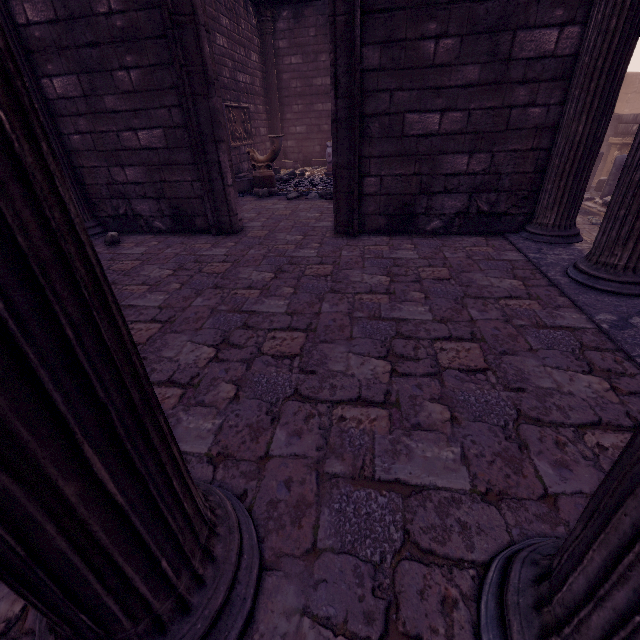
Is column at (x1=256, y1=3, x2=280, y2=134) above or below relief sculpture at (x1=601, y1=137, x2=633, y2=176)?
above

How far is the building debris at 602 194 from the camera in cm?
1068

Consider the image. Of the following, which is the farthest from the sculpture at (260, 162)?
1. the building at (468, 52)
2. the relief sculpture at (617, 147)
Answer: the relief sculpture at (617, 147)

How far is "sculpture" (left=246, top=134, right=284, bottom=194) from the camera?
7.4 meters

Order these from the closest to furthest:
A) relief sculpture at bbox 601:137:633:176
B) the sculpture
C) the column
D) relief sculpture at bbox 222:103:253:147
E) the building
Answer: the building < the sculpture < relief sculpture at bbox 222:103:253:147 < the column < relief sculpture at bbox 601:137:633:176

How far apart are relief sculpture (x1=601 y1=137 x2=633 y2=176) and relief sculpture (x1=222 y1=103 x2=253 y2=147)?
14.44m

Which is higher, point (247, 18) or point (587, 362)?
point (247, 18)

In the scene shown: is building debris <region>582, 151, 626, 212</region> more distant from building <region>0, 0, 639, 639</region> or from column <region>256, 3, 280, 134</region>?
column <region>256, 3, 280, 134</region>
